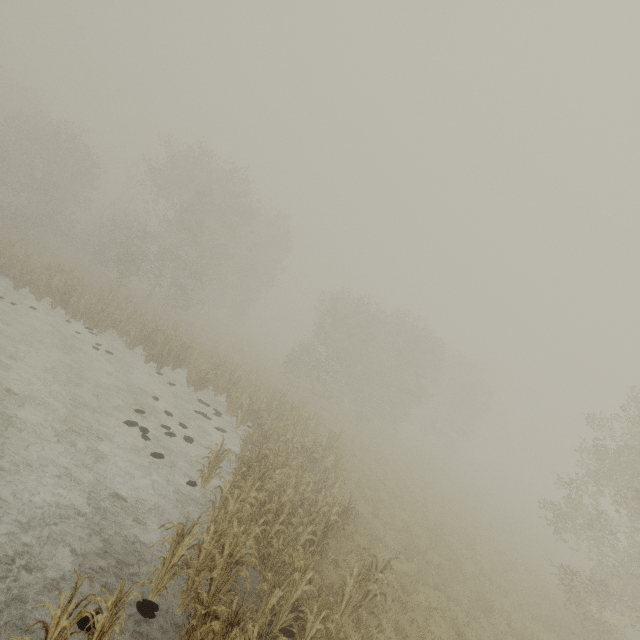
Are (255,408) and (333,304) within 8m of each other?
no
